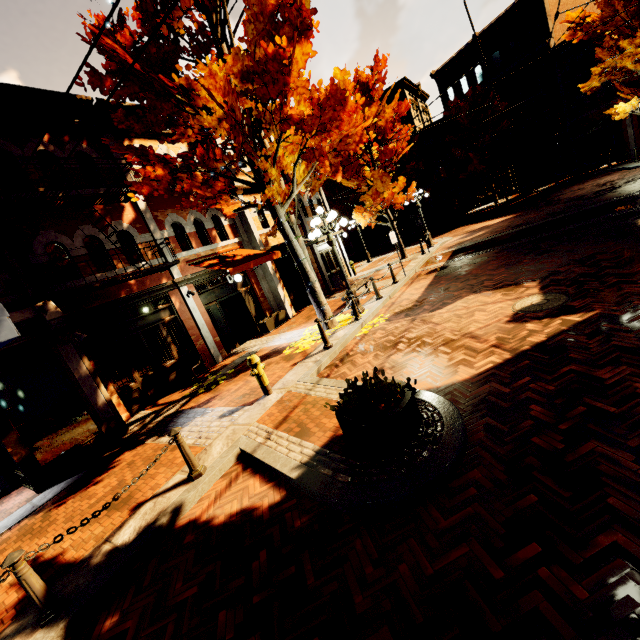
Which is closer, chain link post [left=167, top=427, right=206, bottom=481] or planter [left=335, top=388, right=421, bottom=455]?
planter [left=335, top=388, right=421, bottom=455]

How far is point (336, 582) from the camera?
2.8 meters

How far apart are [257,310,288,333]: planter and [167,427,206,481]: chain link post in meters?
8.6 m

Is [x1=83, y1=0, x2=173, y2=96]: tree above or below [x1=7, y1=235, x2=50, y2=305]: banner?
above

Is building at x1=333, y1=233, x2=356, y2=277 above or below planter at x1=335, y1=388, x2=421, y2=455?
above

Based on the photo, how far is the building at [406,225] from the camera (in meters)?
37.91

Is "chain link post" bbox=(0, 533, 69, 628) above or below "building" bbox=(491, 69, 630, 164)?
below

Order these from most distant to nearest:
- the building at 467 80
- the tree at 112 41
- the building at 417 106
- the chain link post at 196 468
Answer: the building at 417 106 → the building at 467 80 → the tree at 112 41 → the chain link post at 196 468
